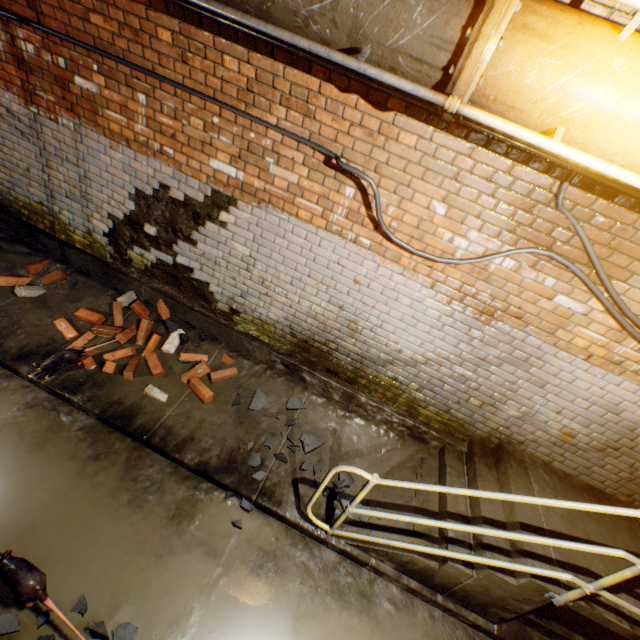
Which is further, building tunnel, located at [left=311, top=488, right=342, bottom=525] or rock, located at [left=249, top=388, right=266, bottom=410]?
rock, located at [left=249, top=388, right=266, bottom=410]

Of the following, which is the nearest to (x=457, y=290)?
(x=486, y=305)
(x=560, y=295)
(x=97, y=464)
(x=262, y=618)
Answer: (x=486, y=305)

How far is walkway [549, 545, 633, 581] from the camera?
2.7 meters

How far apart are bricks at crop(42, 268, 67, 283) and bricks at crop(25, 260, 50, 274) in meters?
0.1 m

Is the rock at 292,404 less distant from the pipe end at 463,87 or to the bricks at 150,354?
the bricks at 150,354

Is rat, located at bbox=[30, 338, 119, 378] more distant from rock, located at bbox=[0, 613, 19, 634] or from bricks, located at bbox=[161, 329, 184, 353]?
rock, located at bbox=[0, 613, 19, 634]

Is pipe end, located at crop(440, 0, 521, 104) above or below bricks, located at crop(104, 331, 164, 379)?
above

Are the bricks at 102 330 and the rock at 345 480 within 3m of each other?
yes
